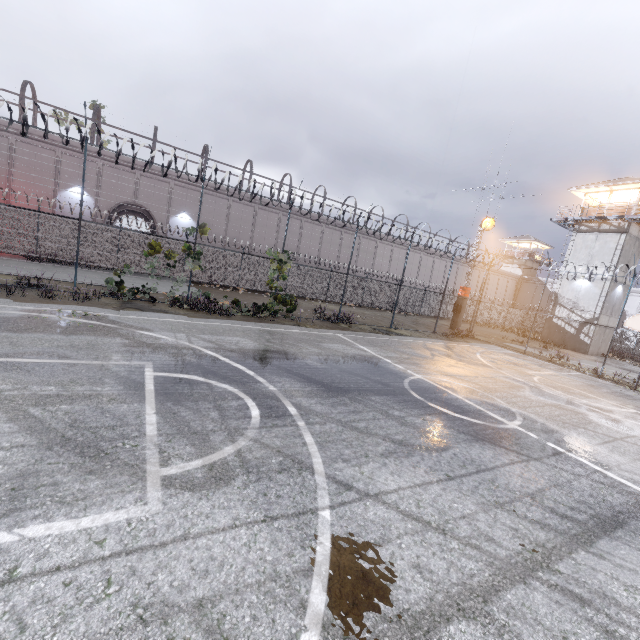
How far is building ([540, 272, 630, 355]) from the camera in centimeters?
2820cm

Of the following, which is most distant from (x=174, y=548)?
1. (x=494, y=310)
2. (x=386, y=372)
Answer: (x=494, y=310)

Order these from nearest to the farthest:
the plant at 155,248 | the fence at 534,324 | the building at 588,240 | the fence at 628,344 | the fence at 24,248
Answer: the fence at 24,248
the plant at 155,248
the fence at 628,344
the fence at 534,324
the building at 588,240

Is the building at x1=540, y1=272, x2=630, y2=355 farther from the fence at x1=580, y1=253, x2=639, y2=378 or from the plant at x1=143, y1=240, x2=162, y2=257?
the plant at x1=143, y1=240, x2=162, y2=257

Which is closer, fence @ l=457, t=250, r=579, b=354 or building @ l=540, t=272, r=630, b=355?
fence @ l=457, t=250, r=579, b=354

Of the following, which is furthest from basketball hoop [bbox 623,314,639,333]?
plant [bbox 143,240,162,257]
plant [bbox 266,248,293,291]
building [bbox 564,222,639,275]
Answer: plant [bbox 143,240,162,257]

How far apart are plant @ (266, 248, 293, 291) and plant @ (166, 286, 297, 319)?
1.3 meters

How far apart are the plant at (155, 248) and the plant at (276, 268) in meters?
4.4 m
